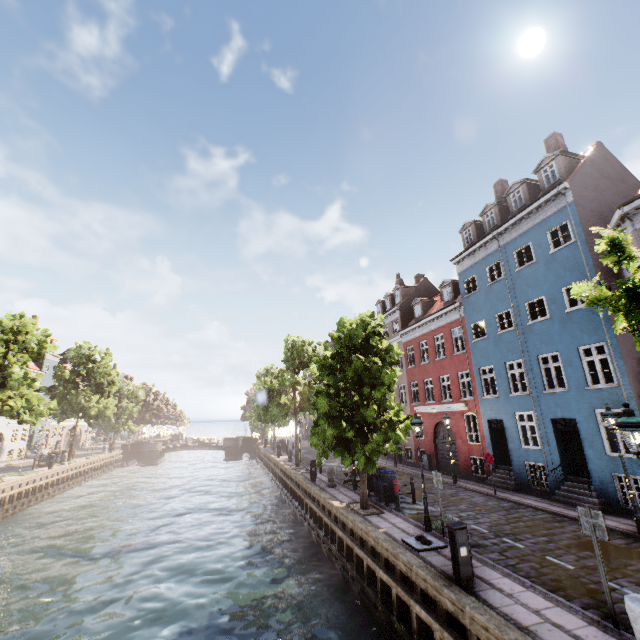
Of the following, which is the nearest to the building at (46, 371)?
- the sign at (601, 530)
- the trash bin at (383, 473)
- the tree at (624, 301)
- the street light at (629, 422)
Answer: the street light at (629, 422)

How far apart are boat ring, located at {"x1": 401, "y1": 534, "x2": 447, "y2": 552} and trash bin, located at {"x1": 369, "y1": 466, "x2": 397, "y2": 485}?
4.90m

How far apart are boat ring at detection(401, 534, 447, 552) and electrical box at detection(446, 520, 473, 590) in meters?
2.0 m

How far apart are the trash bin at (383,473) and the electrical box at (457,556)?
7.8m

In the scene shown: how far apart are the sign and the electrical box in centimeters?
223cm

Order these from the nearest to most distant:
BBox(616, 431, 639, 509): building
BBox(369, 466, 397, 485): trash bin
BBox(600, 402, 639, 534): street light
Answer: BBox(600, 402, 639, 534): street light → BBox(616, 431, 639, 509): building → BBox(369, 466, 397, 485): trash bin

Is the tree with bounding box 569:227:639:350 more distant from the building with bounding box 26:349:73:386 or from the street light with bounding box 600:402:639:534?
the building with bounding box 26:349:73:386

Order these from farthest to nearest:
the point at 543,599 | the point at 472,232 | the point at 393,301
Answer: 1. the point at 393,301
2. the point at 472,232
3. the point at 543,599
